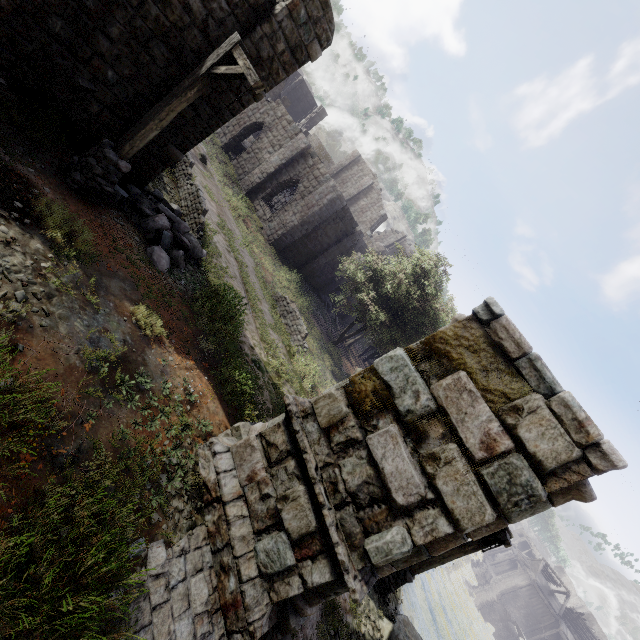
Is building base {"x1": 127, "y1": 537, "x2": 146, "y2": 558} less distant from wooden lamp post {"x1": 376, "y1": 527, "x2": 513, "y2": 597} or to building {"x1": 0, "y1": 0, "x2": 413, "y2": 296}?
wooden lamp post {"x1": 376, "y1": 527, "x2": 513, "y2": 597}

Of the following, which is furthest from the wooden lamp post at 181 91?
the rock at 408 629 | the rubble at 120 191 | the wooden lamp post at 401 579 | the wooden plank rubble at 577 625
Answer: the wooden plank rubble at 577 625

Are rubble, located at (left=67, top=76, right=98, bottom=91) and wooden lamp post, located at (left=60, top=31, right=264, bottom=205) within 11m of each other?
yes

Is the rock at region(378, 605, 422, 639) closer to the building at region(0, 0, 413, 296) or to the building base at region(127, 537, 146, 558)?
the building base at region(127, 537, 146, 558)

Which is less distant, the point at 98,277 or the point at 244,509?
the point at 244,509

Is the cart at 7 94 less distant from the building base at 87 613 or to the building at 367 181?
the building at 367 181

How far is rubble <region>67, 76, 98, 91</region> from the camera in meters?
7.1

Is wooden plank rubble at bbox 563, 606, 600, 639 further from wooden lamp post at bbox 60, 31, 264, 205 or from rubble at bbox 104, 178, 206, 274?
wooden lamp post at bbox 60, 31, 264, 205
